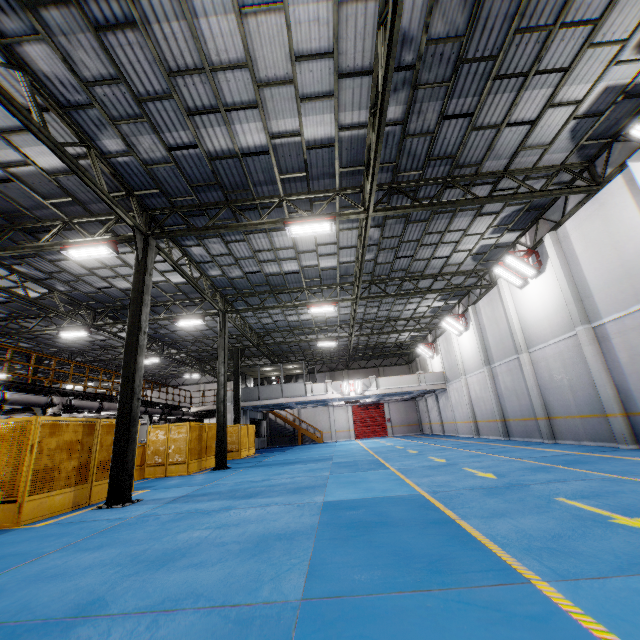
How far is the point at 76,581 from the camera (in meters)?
3.65

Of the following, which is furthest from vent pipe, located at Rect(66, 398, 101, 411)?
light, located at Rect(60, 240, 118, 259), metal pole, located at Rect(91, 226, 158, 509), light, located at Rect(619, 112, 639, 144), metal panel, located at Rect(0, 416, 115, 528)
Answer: light, located at Rect(619, 112, 639, 144)

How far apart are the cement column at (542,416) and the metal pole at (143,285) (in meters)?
15.61

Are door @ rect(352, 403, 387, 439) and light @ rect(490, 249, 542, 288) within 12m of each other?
no

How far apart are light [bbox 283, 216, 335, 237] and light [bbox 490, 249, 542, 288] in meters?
8.3 m

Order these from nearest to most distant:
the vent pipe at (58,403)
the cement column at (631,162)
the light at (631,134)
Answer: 1. the light at (631,134)
2. the cement column at (631,162)
3. the vent pipe at (58,403)

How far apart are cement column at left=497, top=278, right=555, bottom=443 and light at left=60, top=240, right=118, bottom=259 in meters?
17.0

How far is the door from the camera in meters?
37.0
